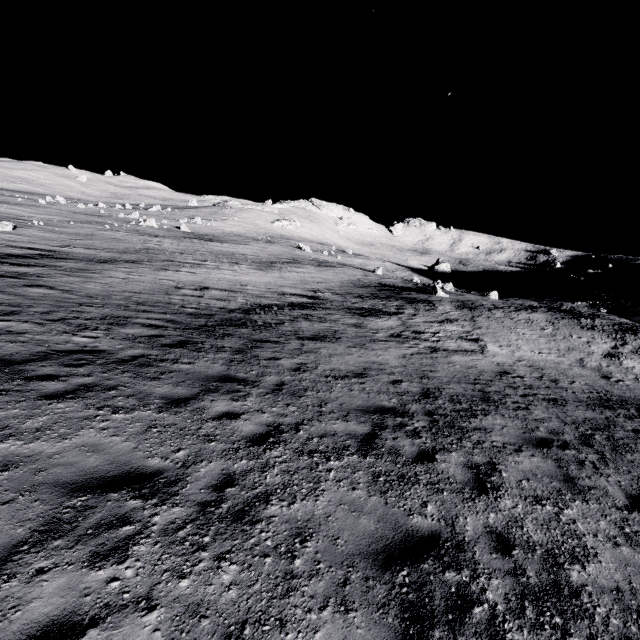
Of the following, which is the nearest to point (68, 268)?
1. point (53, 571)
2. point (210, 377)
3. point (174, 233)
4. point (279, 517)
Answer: point (210, 377)
